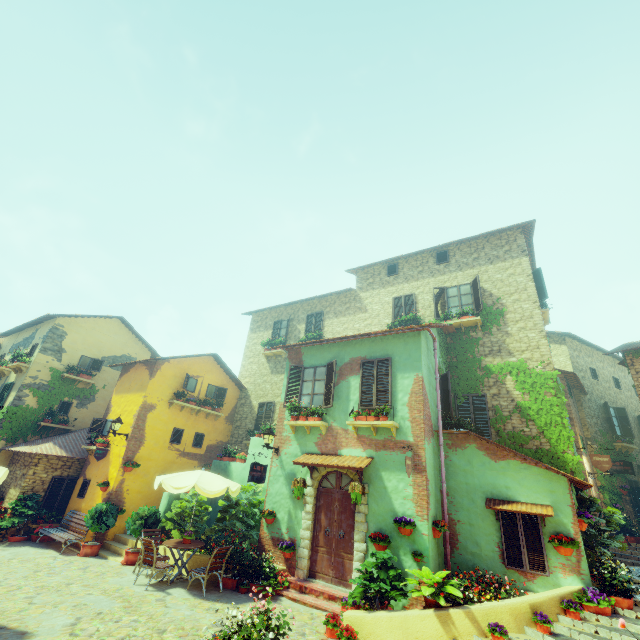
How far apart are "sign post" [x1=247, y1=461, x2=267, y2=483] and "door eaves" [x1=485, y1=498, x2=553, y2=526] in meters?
6.5

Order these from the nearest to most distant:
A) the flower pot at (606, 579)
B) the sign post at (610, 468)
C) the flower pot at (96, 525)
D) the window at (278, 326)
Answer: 1. the flower pot at (606, 579)
2. the sign post at (610, 468)
3. the flower pot at (96, 525)
4. the window at (278, 326)

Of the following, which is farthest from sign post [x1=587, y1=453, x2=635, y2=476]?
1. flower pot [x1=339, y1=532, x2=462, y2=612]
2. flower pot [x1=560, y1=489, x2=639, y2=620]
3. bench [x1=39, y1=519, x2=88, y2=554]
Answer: bench [x1=39, y1=519, x2=88, y2=554]

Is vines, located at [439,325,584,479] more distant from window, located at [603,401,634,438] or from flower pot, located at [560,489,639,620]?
window, located at [603,401,634,438]

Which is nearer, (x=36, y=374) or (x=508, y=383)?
(x=508, y=383)

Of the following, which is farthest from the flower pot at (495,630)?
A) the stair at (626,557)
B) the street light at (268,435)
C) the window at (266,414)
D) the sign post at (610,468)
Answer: the window at (266,414)

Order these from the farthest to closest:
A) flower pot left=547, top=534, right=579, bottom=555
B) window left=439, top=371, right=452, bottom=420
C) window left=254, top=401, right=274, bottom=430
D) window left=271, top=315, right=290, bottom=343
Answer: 1. window left=271, top=315, right=290, bottom=343
2. window left=254, top=401, right=274, bottom=430
3. window left=439, top=371, right=452, bottom=420
4. flower pot left=547, top=534, right=579, bottom=555

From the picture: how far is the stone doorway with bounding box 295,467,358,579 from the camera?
9.23m
